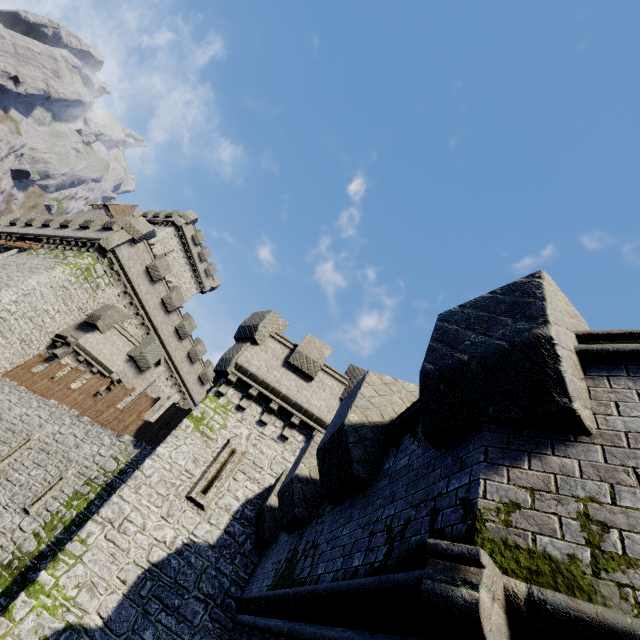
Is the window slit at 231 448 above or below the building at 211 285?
below

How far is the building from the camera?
41.59m

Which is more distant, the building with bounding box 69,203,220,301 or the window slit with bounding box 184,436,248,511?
the building with bounding box 69,203,220,301

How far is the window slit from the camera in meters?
10.0 m

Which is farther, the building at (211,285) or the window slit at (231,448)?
the building at (211,285)

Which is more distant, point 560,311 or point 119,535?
point 119,535

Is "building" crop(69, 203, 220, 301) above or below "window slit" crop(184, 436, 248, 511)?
above
